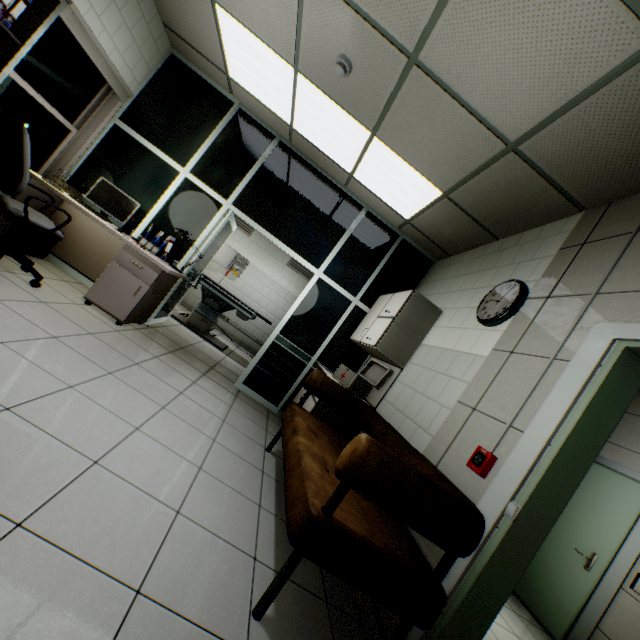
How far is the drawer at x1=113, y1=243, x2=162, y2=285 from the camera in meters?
3.7 m

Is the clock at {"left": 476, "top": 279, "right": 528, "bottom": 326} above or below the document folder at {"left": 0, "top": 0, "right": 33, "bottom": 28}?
above

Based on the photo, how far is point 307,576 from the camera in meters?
1.9

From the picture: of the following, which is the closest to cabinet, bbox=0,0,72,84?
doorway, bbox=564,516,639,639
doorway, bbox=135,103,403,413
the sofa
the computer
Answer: the computer

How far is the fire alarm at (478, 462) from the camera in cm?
183

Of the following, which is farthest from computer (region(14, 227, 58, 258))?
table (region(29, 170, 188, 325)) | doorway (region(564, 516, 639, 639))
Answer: doorway (region(564, 516, 639, 639))

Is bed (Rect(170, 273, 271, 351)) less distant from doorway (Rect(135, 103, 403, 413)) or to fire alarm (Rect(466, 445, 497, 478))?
doorway (Rect(135, 103, 403, 413))

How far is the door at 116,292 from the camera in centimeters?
362cm
